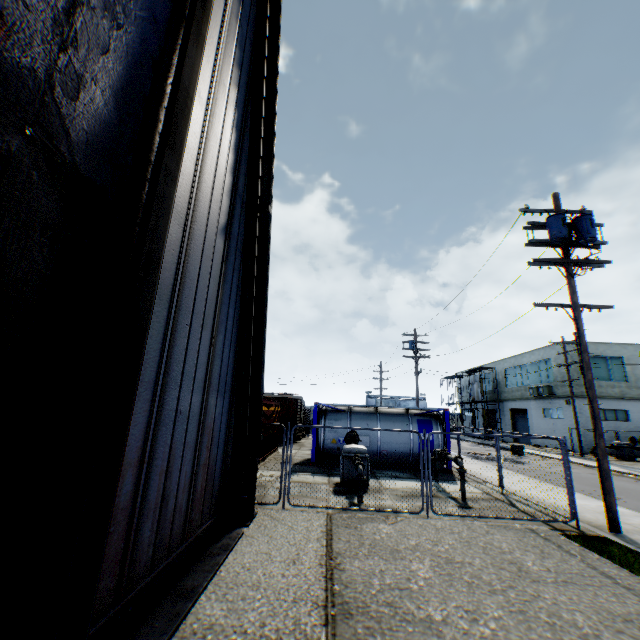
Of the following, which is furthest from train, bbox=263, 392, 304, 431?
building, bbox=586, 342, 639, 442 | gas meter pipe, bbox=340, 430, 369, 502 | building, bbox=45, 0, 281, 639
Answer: building, bbox=586, 342, 639, 442

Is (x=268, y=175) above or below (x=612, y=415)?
above

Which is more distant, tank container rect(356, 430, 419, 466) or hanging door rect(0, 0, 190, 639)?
tank container rect(356, 430, 419, 466)

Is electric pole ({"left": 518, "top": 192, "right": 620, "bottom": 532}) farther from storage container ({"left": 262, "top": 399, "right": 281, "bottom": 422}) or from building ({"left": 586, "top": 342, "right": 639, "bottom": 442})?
building ({"left": 586, "top": 342, "right": 639, "bottom": 442})

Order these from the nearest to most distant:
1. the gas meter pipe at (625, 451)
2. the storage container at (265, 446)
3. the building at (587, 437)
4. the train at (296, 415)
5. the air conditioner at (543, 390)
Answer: the storage container at (265, 446)
the gas meter pipe at (625, 451)
the train at (296, 415)
the building at (587, 437)
the air conditioner at (543, 390)

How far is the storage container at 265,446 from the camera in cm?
1563

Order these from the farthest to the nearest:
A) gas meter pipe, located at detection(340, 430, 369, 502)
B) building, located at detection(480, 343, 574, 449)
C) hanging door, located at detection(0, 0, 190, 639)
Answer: building, located at detection(480, 343, 574, 449) → gas meter pipe, located at detection(340, 430, 369, 502) → hanging door, located at detection(0, 0, 190, 639)

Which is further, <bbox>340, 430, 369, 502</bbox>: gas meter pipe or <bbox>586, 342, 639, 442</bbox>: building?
<bbox>586, 342, 639, 442</bbox>: building
